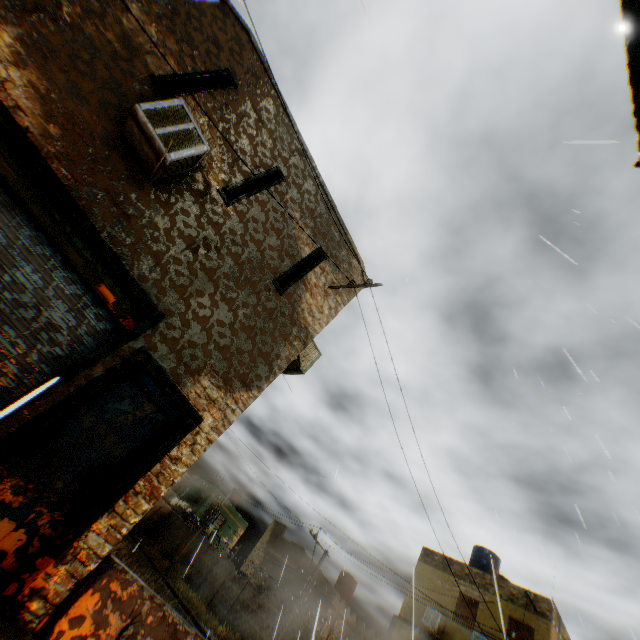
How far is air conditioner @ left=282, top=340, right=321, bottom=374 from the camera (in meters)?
7.68

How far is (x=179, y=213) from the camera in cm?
553

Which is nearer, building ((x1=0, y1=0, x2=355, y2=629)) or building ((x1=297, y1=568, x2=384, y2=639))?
building ((x1=0, y1=0, x2=355, y2=629))

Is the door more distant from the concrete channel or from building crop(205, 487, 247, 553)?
building crop(205, 487, 247, 553)

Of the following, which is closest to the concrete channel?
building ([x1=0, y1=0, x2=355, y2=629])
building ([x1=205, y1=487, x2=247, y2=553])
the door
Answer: building ([x1=0, y1=0, x2=355, y2=629])

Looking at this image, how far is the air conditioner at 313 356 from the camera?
7.7 meters

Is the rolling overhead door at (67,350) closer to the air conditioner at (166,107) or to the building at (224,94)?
the building at (224,94)

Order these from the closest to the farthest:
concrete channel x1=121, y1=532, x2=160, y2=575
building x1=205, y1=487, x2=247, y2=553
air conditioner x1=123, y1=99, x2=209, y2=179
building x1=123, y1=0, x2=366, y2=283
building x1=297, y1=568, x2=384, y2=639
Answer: air conditioner x1=123, y1=99, x2=209, y2=179 < building x1=123, y1=0, x2=366, y2=283 < building x1=297, y1=568, x2=384, y2=639 < concrete channel x1=121, y1=532, x2=160, y2=575 < building x1=205, y1=487, x2=247, y2=553
